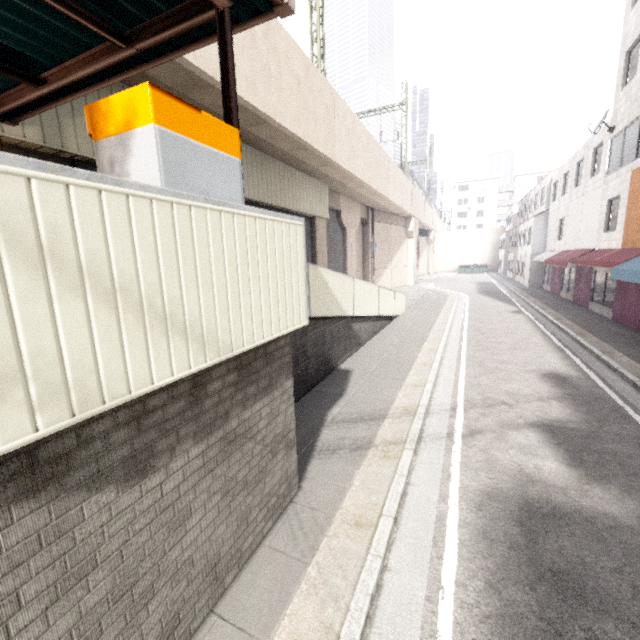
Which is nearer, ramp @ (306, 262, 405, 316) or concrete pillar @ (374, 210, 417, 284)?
ramp @ (306, 262, 405, 316)

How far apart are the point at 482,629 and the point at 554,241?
27.8m

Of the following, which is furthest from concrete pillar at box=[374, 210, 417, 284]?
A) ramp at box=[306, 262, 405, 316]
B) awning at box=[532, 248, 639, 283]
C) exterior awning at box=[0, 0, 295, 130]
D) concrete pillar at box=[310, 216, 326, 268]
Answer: exterior awning at box=[0, 0, 295, 130]

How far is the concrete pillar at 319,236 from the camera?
16.8m

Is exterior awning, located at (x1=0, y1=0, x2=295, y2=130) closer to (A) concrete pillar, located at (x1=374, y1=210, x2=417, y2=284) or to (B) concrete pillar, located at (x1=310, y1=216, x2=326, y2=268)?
(B) concrete pillar, located at (x1=310, y1=216, x2=326, y2=268)

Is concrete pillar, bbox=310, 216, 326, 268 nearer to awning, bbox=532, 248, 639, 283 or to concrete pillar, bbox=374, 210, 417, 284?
concrete pillar, bbox=374, 210, 417, 284

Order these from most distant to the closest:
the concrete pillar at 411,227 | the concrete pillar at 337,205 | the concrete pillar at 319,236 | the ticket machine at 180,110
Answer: the concrete pillar at 411,227, the concrete pillar at 337,205, the concrete pillar at 319,236, the ticket machine at 180,110

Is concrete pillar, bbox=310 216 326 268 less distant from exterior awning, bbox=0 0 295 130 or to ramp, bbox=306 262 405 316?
ramp, bbox=306 262 405 316
